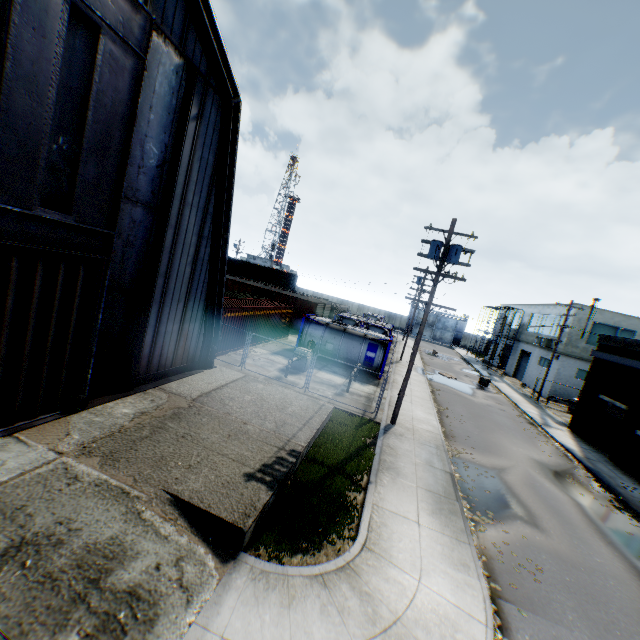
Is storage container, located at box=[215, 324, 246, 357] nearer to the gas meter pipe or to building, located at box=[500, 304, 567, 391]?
the gas meter pipe

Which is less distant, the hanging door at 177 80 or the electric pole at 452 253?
the hanging door at 177 80

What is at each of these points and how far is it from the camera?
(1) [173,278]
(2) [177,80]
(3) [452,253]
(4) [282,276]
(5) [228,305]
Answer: (1) building, 11.5m
(2) hanging door, 9.4m
(3) electric pole, 13.8m
(4) storage container, 52.1m
(5) storage container, 19.9m

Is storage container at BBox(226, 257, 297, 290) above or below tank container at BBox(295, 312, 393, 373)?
above

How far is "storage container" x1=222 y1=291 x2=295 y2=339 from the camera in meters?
19.6 m

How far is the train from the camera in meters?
34.8

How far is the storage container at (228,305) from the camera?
19.58m

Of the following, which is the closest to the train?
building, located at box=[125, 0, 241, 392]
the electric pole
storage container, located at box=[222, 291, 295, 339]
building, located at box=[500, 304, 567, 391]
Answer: storage container, located at box=[222, 291, 295, 339]
